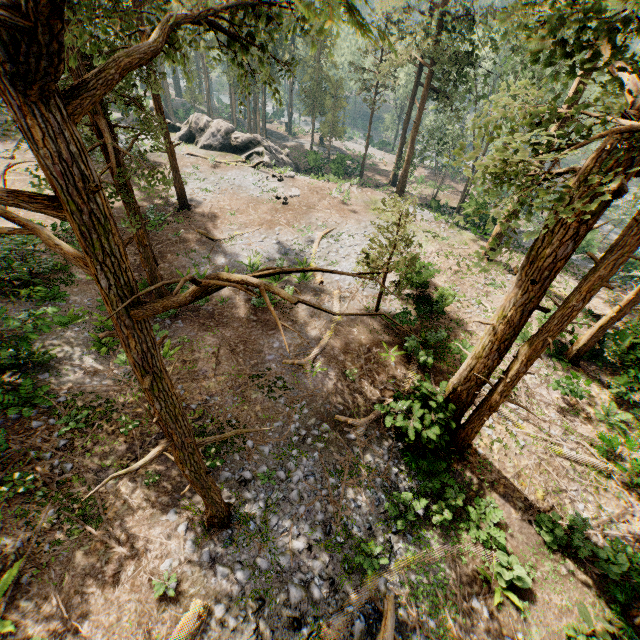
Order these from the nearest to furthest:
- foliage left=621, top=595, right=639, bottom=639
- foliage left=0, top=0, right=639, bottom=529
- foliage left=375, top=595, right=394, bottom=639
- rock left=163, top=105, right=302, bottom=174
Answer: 1. foliage left=0, top=0, right=639, bottom=529
2. foliage left=375, top=595, right=394, bottom=639
3. foliage left=621, top=595, right=639, bottom=639
4. rock left=163, top=105, right=302, bottom=174

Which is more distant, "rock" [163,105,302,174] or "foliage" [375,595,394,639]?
"rock" [163,105,302,174]

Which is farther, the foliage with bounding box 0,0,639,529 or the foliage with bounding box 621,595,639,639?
the foliage with bounding box 621,595,639,639

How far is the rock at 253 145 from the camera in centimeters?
3441cm

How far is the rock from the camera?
34.4 meters

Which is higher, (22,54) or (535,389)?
(22,54)

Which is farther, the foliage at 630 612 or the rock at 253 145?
the rock at 253 145
